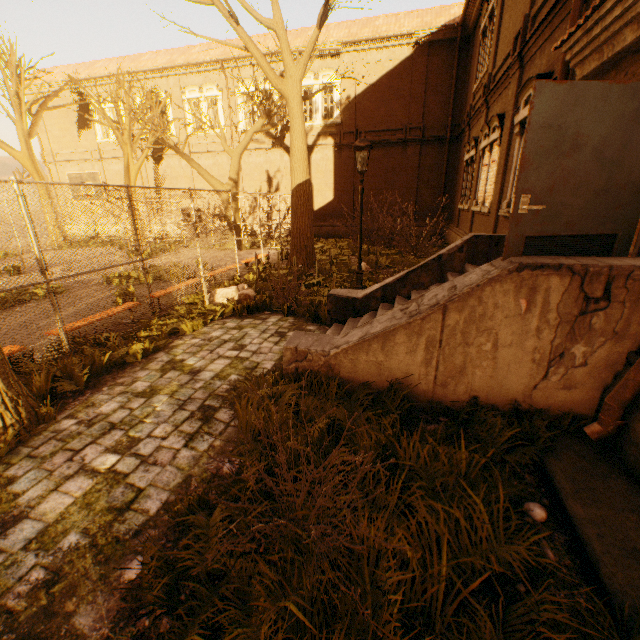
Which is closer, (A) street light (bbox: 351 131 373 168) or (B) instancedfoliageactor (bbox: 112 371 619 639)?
(B) instancedfoliageactor (bbox: 112 371 619 639)

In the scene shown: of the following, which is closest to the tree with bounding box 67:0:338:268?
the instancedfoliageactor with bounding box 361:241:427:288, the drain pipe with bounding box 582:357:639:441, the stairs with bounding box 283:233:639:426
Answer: Answer: the instancedfoliageactor with bounding box 361:241:427:288

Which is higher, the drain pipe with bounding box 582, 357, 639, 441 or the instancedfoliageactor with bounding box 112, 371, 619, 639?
the drain pipe with bounding box 582, 357, 639, 441

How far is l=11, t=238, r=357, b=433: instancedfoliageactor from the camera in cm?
482

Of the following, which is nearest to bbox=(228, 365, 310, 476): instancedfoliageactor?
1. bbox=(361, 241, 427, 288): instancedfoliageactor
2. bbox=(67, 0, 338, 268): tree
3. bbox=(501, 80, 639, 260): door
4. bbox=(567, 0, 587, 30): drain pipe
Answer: bbox=(501, 80, 639, 260): door

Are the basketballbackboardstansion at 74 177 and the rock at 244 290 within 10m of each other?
yes

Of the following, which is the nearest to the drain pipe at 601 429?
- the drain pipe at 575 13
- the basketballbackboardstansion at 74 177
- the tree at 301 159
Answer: the drain pipe at 575 13

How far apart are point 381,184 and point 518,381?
19.5 meters
